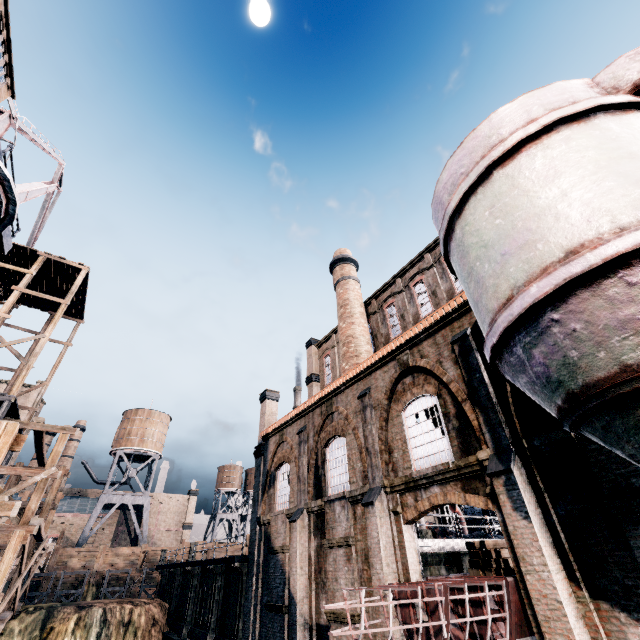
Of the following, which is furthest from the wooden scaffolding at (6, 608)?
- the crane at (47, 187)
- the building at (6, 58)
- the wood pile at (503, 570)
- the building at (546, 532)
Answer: the wood pile at (503, 570)

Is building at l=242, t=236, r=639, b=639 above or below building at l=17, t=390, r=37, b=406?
below

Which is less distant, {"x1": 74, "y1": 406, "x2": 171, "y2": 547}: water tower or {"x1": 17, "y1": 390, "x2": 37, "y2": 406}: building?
{"x1": 74, "y1": 406, "x2": 171, "y2": 547}: water tower

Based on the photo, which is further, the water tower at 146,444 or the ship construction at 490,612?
the water tower at 146,444

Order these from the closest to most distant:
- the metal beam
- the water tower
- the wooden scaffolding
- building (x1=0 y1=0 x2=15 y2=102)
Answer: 1. the wooden scaffolding
2. building (x1=0 y1=0 x2=15 y2=102)
3. the metal beam
4. the water tower

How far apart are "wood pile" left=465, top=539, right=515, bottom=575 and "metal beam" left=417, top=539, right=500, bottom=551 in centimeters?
190cm

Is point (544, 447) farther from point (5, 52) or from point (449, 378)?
point (5, 52)

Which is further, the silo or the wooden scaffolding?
the wooden scaffolding
